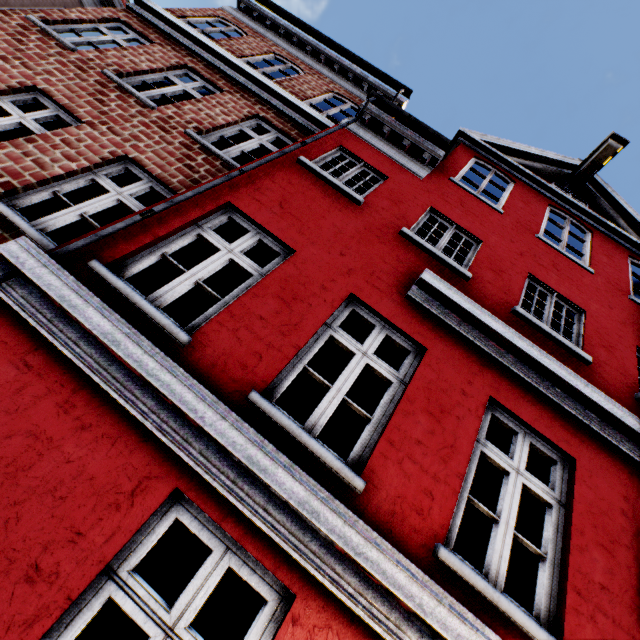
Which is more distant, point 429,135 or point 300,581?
point 429,135
